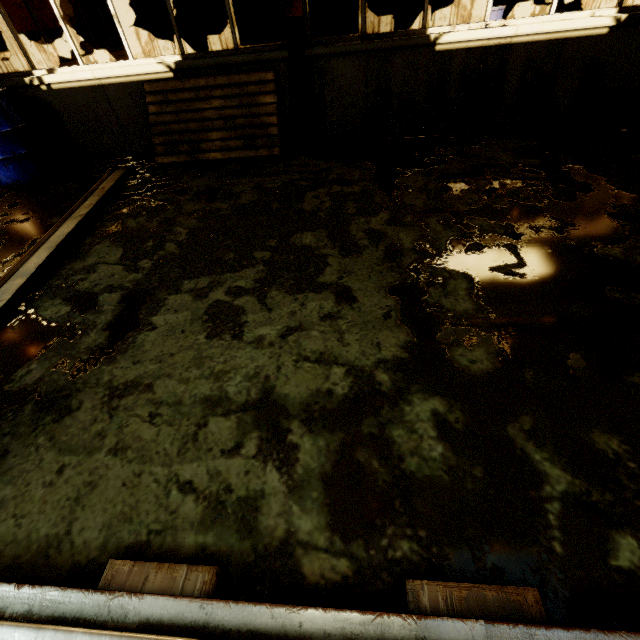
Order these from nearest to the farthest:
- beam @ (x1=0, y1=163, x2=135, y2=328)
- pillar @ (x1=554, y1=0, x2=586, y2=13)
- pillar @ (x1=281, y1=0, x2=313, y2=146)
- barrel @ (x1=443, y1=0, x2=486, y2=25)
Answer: beam @ (x1=0, y1=163, x2=135, y2=328) < pillar @ (x1=281, y1=0, x2=313, y2=146) < barrel @ (x1=443, y1=0, x2=486, y2=25) < pillar @ (x1=554, y1=0, x2=586, y2=13)

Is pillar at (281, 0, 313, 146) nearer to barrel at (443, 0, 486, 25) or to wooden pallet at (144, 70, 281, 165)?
wooden pallet at (144, 70, 281, 165)

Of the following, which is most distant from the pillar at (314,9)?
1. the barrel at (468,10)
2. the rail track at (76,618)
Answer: the rail track at (76,618)

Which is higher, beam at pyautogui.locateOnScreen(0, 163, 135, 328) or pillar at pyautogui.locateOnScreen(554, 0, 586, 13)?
pillar at pyautogui.locateOnScreen(554, 0, 586, 13)

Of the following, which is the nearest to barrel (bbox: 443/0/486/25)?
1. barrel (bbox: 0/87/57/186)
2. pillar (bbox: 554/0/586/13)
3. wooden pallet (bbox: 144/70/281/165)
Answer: pillar (bbox: 554/0/586/13)

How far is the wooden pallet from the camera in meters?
3.9

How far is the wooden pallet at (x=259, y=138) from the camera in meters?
3.9

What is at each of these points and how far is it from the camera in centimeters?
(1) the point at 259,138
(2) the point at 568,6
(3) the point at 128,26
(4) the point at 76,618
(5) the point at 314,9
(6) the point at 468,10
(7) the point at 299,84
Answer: (1) wooden pallet, 402cm
(2) pillar, 668cm
(3) pillar, 734cm
(4) rail track, 97cm
(5) pillar, 695cm
(6) barrel, 540cm
(7) pillar, 391cm
